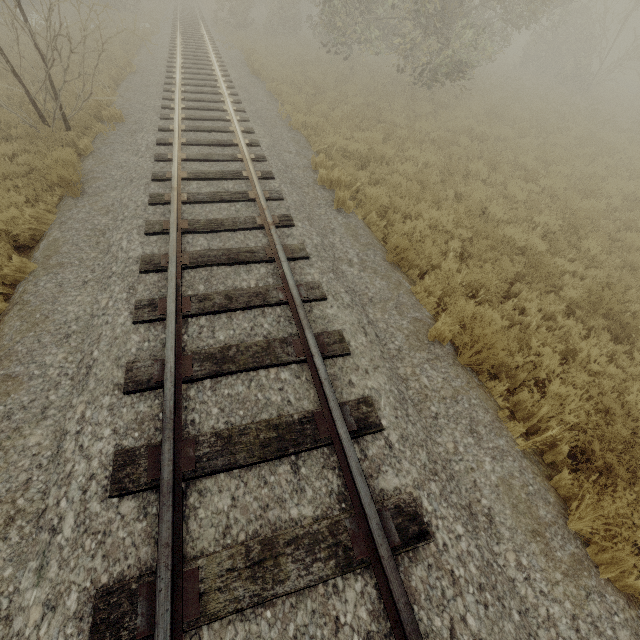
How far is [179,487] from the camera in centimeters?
269cm
